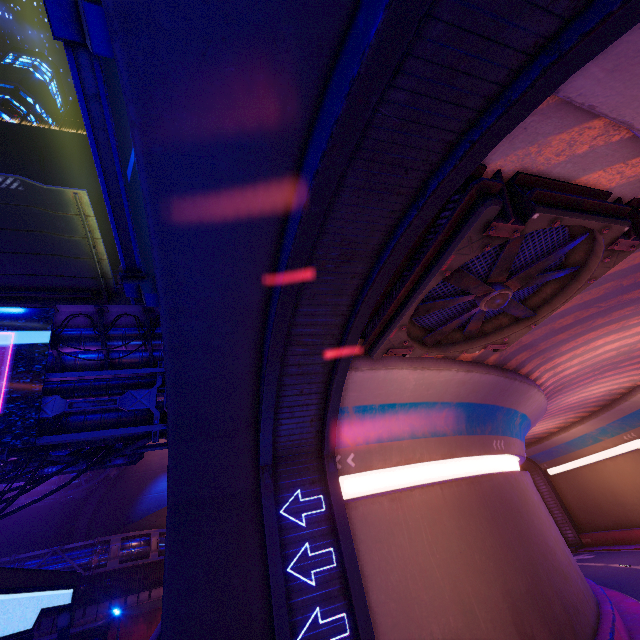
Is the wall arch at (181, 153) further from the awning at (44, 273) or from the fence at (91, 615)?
the fence at (91, 615)

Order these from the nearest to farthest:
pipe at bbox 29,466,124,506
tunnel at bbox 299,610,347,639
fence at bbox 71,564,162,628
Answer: tunnel at bbox 299,610,347,639
fence at bbox 71,564,162,628
pipe at bbox 29,466,124,506

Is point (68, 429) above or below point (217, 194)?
below

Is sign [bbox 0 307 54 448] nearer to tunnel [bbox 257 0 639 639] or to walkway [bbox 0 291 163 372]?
walkway [bbox 0 291 163 372]

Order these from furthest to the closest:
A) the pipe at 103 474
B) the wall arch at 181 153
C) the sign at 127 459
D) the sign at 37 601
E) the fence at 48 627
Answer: the pipe at 103 474 < the fence at 48 627 < the sign at 127 459 < the sign at 37 601 < the wall arch at 181 153

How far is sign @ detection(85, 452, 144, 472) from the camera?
11.8 meters

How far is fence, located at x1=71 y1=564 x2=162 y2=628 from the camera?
22.7m

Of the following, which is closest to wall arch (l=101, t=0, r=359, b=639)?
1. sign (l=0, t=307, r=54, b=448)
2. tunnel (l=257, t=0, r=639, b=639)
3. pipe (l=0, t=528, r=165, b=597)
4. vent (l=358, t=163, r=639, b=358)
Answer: tunnel (l=257, t=0, r=639, b=639)
